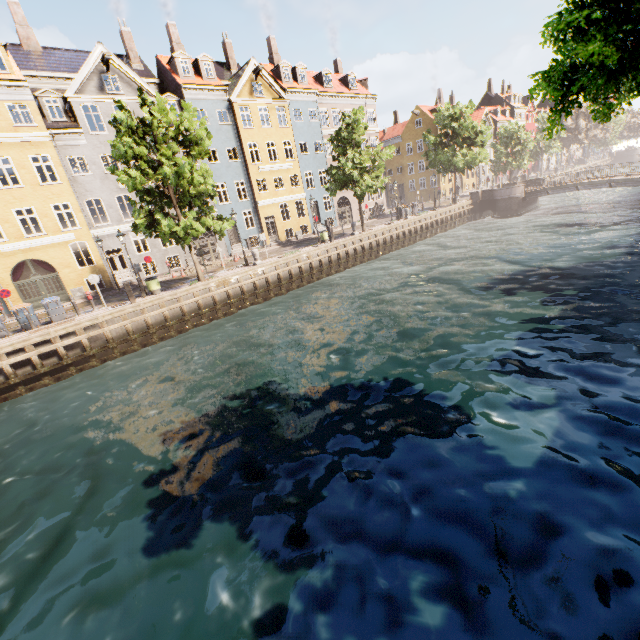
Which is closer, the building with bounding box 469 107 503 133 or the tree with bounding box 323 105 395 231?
the tree with bounding box 323 105 395 231

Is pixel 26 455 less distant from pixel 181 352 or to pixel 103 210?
pixel 181 352

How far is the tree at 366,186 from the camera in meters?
25.0 m

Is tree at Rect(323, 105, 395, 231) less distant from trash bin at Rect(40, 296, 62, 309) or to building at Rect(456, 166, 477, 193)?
building at Rect(456, 166, 477, 193)

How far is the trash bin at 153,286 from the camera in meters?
18.8 m

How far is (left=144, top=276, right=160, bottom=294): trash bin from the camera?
18.8m

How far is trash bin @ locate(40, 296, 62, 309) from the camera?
16.68m

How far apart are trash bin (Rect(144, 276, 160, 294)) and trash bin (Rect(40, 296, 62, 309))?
4.2 meters
